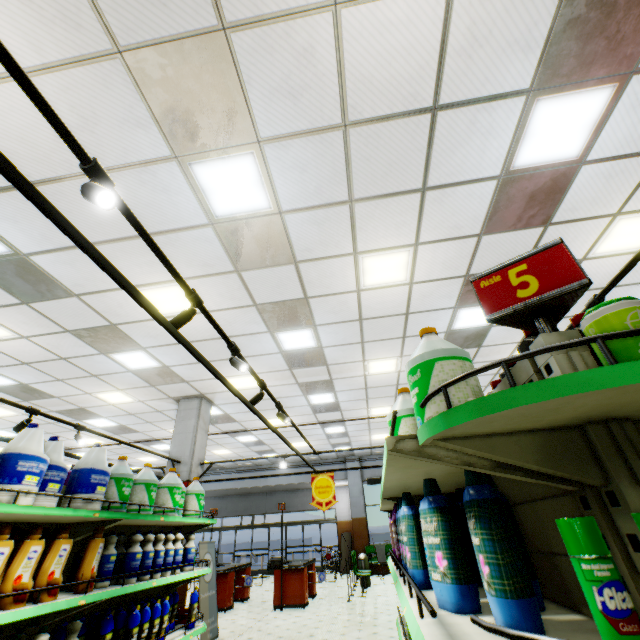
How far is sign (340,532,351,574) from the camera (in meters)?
15.44

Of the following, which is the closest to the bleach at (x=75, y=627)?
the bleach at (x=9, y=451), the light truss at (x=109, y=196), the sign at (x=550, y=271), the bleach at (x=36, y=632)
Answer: the bleach at (x=36, y=632)

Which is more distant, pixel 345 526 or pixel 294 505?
pixel 294 505

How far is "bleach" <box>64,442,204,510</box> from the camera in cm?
289

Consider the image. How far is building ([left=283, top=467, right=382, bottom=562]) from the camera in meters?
15.1

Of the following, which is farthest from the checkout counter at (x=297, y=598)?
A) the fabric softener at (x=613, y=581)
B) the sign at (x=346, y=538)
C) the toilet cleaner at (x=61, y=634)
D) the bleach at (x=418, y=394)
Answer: the fabric softener at (x=613, y=581)

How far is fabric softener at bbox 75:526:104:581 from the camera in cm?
272

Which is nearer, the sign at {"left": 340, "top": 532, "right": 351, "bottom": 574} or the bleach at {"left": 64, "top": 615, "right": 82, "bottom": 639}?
the bleach at {"left": 64, "top": 615, "right": 82, "bottom": 639}
